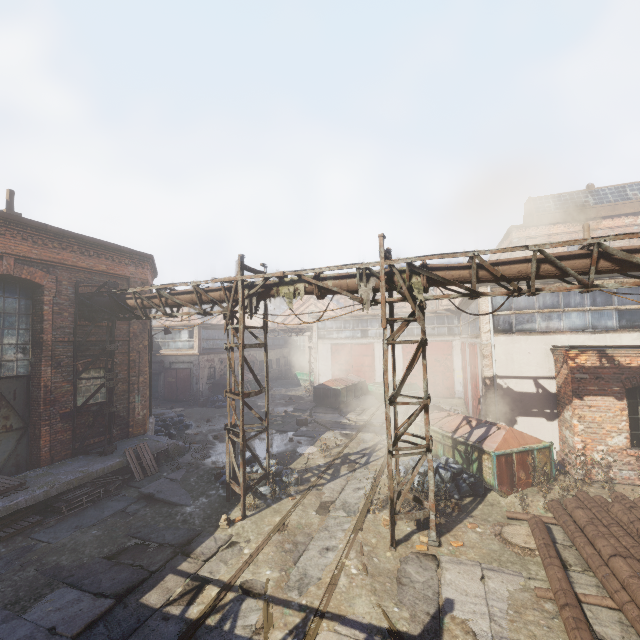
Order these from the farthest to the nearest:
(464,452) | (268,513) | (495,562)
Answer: (464,452), (268,513), (495,562)

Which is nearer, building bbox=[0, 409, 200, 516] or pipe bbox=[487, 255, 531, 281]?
pipe bbox=[487, 255, 531, 281]

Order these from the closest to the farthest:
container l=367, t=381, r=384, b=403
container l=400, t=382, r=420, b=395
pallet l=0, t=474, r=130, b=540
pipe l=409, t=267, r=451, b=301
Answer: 1. pipe l=409, t=267, r=451, b=301
2. pallet l=0, t=474, r=130, b=540
3. container l=367, t=381, r=384, b=403
4. container l=400, t=382, r=420, b=395

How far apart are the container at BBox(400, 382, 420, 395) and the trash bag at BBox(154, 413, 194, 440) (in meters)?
12.63

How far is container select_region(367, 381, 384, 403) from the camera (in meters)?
21.80

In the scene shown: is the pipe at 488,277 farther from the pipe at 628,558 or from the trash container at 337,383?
the trash container at 337,383

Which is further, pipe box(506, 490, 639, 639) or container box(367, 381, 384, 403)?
container box(367, 381, 384, 403)

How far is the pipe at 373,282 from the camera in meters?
7.8 m
